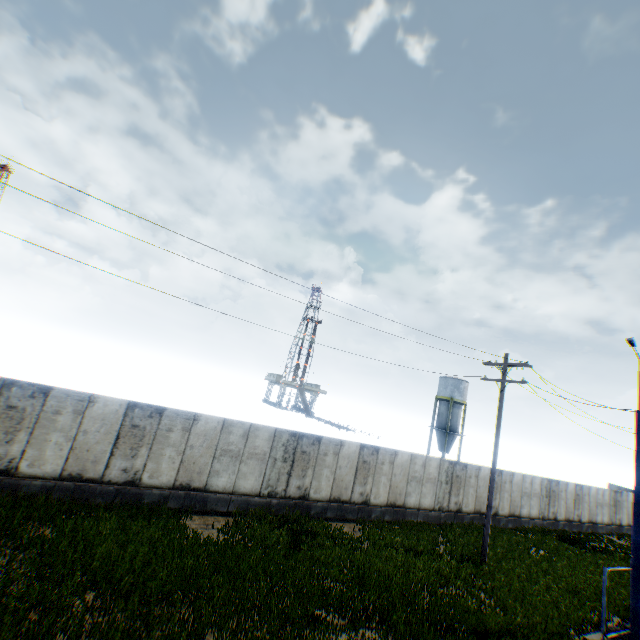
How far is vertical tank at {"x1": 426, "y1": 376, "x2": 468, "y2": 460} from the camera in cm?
4538

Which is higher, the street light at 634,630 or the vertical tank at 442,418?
the vertical tank at 442,418

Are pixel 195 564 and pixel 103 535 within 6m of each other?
yes

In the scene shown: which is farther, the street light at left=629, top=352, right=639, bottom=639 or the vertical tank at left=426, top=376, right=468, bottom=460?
the vertical tank at left=426, top=376, right=468, bottom=460

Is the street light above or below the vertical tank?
below

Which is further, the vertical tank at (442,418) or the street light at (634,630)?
the vertical tank at (442,418)
